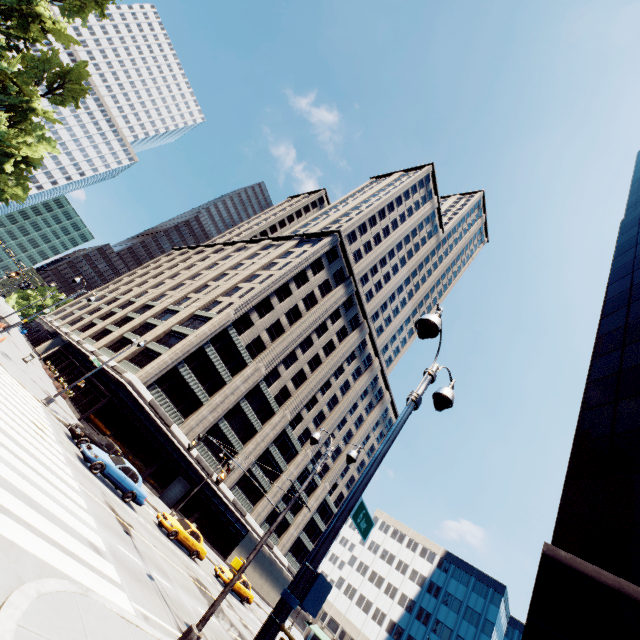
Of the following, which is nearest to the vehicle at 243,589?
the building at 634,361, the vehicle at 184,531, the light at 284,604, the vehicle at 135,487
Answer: the vehicle at 184,531

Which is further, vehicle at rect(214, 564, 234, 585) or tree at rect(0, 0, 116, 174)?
vehicle at rect(214, 564, 234, 585)

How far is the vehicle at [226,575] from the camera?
26.38m

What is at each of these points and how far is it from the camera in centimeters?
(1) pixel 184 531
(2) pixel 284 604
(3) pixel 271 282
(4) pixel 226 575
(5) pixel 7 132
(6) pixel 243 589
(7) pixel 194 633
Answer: (1) vehicle, 2314cm
(2) light, 376cm
(3) building, 4616cm
(4) vehicle, 2659cm
(5) tree, 3888cm
(6) vehicle, 2769cm
(7) light, 862cm

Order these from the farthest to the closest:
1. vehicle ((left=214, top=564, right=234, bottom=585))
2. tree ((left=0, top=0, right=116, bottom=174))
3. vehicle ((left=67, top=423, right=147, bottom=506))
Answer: vehicle ((left=214, top=564, right=234, bottom=585))
tree ((left=0, top=0, right=116, bottom=174))
vehicle ((left=67, top=423, right=147, bottom=506))

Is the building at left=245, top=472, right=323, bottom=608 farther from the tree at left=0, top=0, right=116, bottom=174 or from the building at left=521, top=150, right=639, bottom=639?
the building at left=521, top=150, right=639, bottom=639

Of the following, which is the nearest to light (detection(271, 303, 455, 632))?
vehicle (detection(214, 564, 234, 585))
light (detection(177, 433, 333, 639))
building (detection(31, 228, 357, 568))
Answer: light (detection(177, 433, 333, 639))
